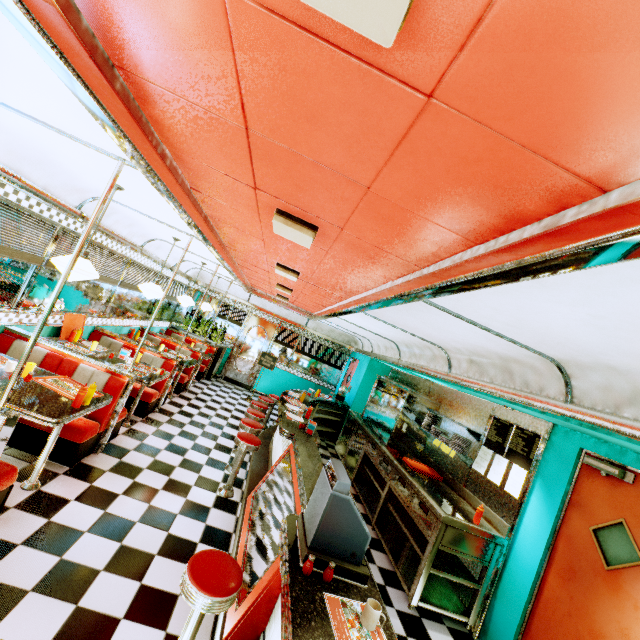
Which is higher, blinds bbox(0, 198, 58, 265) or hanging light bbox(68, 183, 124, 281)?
hanging light bbox(68, 183, 124, 281)

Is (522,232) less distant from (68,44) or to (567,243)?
(567,243)

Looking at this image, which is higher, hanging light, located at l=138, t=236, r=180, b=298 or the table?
hanging light, located at l=138, t=236, r=180, b=298

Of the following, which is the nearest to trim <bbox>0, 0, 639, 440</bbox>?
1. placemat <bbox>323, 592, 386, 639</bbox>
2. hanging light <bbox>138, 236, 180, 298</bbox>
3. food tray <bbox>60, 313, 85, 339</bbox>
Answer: hanging light <bbox>138, 236, 180, 298</bbox>

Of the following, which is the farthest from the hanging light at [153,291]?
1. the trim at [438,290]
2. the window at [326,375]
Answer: the window at [326,375]

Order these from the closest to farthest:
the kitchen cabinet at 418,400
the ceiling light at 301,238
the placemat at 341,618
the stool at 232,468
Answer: the placemat at 341,618 → the ceiling light at 301,238 → the stool at 232,468 → the kitchen cabinet at 418,400

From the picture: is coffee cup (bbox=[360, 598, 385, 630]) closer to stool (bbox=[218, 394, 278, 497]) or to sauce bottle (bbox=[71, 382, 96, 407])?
sauce bottle (bbox=[71, 382, 96, 407])

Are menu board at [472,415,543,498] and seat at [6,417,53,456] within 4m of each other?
no
